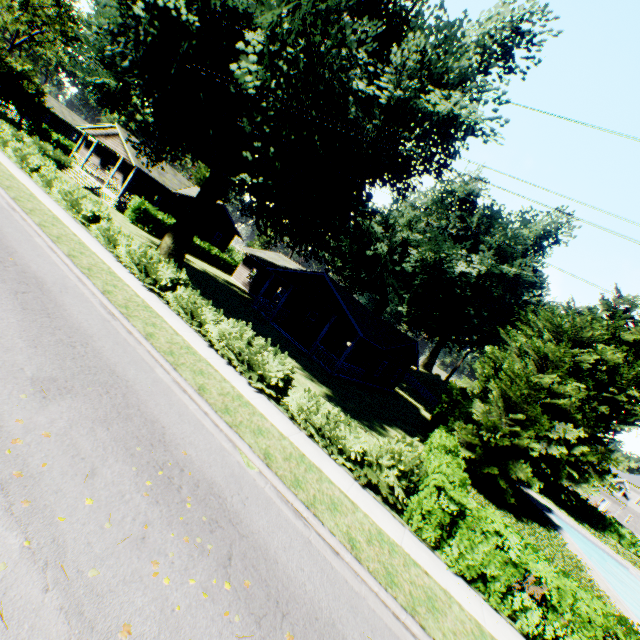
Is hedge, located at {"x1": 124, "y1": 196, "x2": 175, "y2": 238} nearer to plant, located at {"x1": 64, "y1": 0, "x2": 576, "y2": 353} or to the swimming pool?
plant, located at {"x1": 64, "y1": 0, "x2": 576, "y2": 353}

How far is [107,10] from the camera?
15.6 meters

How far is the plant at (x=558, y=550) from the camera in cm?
1534

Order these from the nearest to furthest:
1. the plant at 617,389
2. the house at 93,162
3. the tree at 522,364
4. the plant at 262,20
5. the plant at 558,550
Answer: the plant at 262,20
the plant at 558,550
the tree at 522,364
the house at 93,162
the plant at 617,389

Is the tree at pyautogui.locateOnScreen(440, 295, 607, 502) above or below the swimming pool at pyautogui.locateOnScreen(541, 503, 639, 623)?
above

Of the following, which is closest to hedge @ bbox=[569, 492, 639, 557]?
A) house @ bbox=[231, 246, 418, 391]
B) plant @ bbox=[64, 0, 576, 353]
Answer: plant @ bbox=[64, 0, 576, 353]

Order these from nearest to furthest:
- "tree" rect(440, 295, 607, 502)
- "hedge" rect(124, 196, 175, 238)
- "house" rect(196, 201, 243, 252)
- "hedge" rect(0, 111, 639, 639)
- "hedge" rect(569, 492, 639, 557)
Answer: "hedge" rect(0, 111, 639, 639) < "tree" rect(440, 295, 607, 502) < "hedge" rect(124, 196, 175, 238) < "hedge" rect(569, 492, 639, 557) < "house" rect(196, 201, 243, 252)

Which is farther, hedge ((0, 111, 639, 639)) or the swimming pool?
the swimming pool
